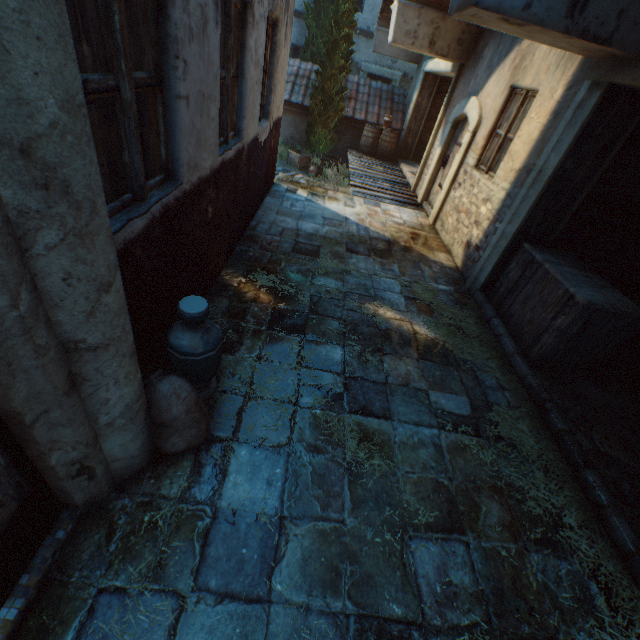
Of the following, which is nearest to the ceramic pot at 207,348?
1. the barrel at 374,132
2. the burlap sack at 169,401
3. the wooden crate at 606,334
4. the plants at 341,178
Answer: the burlap sack at 169,401

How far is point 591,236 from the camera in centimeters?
495cm

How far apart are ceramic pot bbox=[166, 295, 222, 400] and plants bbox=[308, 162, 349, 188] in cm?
977

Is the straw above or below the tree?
below

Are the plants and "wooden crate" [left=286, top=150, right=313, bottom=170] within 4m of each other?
yes

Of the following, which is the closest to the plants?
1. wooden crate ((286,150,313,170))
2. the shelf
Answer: wooden crate ((286,150,313,170))

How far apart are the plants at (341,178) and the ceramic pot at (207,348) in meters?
9.8

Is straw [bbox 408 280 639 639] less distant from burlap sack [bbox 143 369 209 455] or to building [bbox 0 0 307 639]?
building [bbox 0 0 307 639]
